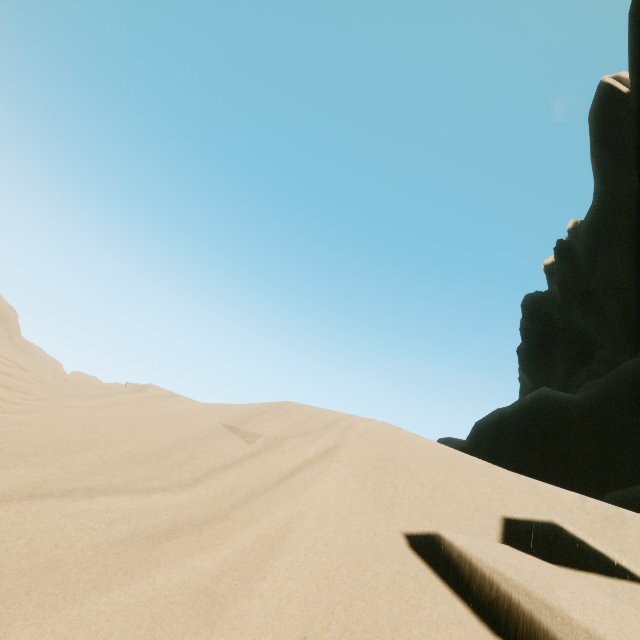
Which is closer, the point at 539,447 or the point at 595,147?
the point at 539,447
